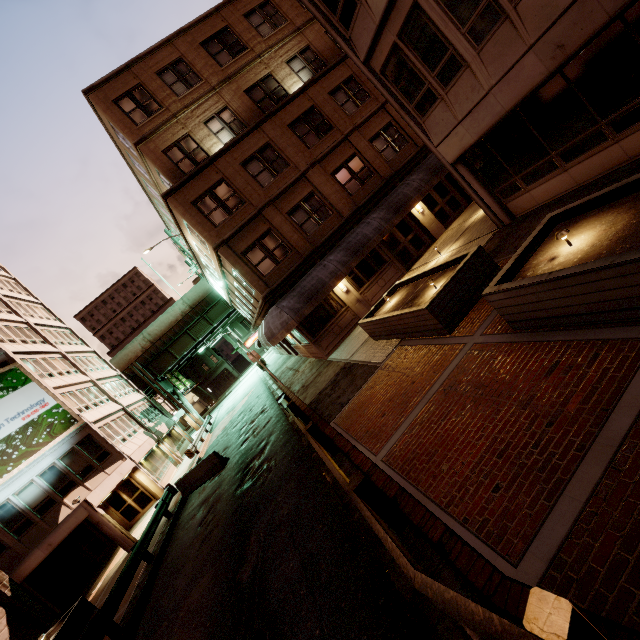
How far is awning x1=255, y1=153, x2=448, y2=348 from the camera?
15.68m

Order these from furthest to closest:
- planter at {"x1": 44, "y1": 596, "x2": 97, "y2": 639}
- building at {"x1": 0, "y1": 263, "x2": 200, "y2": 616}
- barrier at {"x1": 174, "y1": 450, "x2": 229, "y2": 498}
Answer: building at {"x1": 0, "y1": 263, "x2": 200, "y2": 616} < barrier at {"x1": 174, "y1": 450, "x2": 229, "y2": 498} < planter at {"x1": 44, "y1": 596, "x2": 97, "y2": 639}

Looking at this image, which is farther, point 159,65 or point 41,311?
point 41,311

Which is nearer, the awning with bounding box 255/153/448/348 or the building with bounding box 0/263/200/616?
the awning with bounding box 255/153/448/348

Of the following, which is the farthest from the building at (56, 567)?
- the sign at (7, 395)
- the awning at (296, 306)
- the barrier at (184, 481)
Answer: the awning at (296, 306)

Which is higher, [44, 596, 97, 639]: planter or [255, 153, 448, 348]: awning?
[255, 153, 448, 348]: awning

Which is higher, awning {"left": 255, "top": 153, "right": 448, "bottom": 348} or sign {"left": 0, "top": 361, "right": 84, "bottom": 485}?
sign {"left": 0, "top": 361, "right": 84, "bottom": 485}

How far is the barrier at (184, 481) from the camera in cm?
1669
